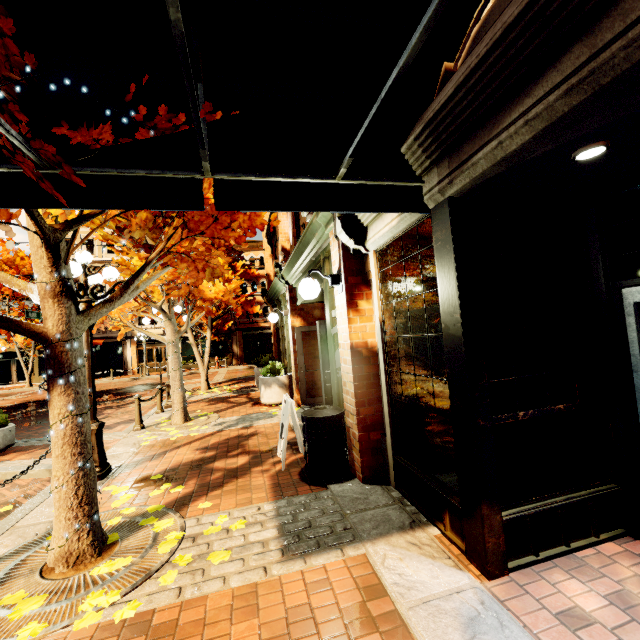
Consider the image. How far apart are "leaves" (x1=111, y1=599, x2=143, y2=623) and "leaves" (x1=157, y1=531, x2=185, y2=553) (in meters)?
0.57

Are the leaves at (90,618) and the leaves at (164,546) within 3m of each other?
yes

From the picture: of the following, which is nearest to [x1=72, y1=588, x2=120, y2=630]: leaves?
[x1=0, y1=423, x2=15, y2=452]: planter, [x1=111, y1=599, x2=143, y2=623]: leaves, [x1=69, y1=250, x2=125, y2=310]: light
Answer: [x1=111, y1=599, x2=143, y2=623]: leaves

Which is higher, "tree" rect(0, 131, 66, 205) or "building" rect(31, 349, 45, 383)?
"tree" rect(0, 131, 66, 205)

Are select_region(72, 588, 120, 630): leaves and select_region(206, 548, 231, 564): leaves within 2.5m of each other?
yes

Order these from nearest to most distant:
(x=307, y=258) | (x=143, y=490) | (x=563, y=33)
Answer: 1. (x=563, y=33)
2. (x=143, y=490)
3. (x=307, y=258)

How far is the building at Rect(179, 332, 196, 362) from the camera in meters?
29.4

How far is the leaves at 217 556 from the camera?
2.9 meters
